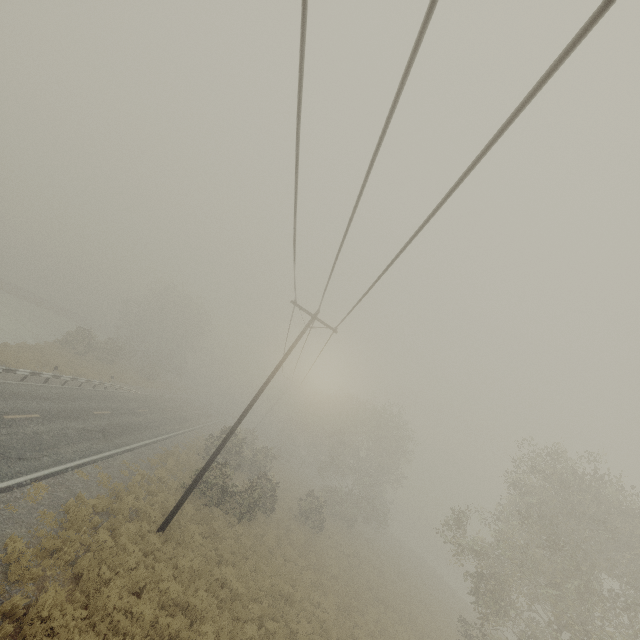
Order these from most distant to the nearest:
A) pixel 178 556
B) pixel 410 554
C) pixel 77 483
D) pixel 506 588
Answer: pixel 410 554 → pixel 506 588 → pixel 77 483 → pixel 178 556
